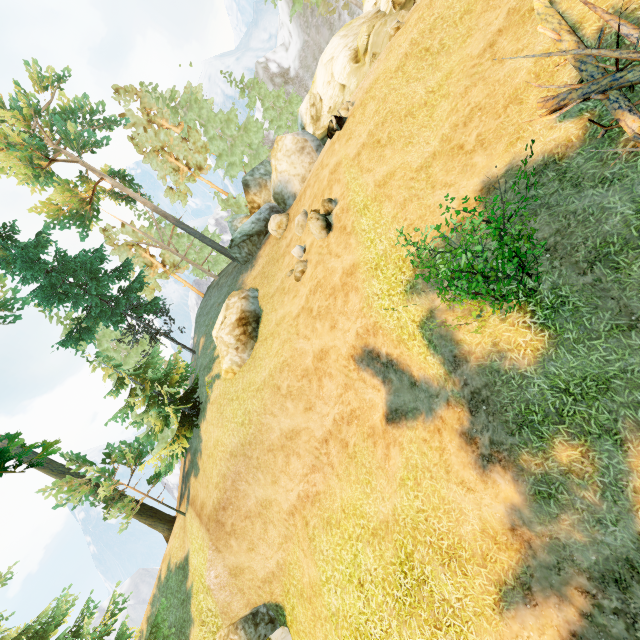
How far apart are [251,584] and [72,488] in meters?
12.3

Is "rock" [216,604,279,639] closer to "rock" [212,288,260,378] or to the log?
"rock" [212,288,260,378]

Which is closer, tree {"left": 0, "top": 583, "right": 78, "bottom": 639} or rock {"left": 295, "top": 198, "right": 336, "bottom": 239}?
rock {"left": 295, "top": 198, "right": 336, "bottom": 239}

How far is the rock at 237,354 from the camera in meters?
17.0

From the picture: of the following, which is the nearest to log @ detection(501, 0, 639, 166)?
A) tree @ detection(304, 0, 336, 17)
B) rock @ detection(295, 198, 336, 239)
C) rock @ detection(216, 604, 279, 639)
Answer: tree @ detection(304, 0, 336, 17)

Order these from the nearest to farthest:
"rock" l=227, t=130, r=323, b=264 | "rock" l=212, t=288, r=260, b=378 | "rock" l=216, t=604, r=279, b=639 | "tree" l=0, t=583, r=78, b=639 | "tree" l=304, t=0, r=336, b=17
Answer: "rock" l=216, t=604, r=279, b=639
"tree" l=0, t=583, r=78, b=639
"rock" l=212, t=288, r=260, b=378
"rock" l=227, t=130, r=323, b=264
"tree" l=304, t=0, r=336, b=17

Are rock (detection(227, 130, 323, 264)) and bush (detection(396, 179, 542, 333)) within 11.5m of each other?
no

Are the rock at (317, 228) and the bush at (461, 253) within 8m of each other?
yes
